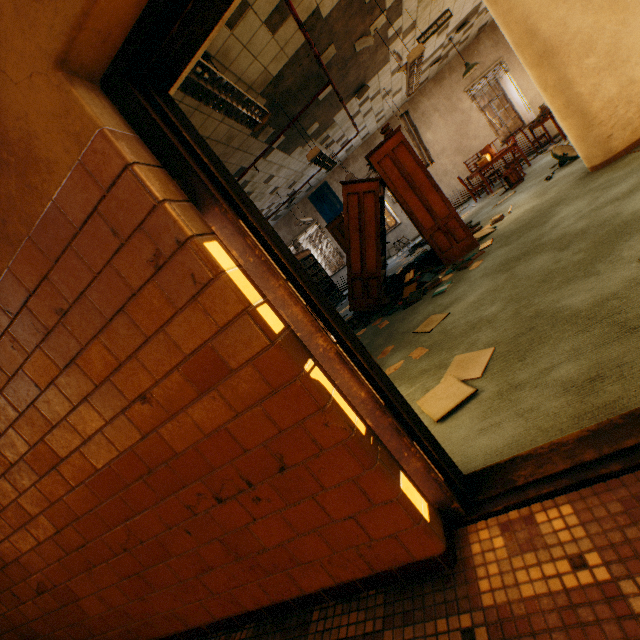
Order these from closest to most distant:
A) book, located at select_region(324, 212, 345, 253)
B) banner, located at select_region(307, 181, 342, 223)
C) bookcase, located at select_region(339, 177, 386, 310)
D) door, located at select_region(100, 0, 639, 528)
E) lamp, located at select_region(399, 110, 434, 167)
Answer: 1. door, located at select_region(100, 0, 639, 528)
2. bookcase, located at select_region(339, 177, 386, 310)
3. lamp, located at select_region(399, 110, 434, 167)
4. book, located at select_region(324, 212, 345, 253)
5. banner, located at select_region(307, 181, 342, 223)

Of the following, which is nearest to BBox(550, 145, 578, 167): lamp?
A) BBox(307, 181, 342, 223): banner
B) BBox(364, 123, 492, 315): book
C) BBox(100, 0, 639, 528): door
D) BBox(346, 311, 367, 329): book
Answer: BBox(364, 123, 492, 315): book

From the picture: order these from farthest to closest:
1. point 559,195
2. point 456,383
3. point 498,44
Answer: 1. point 498,44
2. point 559,195
3. point 456,383

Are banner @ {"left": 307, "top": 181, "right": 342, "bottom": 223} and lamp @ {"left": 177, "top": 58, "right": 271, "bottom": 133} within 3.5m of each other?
no

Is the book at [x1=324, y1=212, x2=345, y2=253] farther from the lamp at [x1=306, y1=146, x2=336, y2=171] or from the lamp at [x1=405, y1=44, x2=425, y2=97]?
the lamp at [x1=405, y1=44, x2=425, y2=97]

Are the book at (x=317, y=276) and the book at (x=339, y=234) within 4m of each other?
yes

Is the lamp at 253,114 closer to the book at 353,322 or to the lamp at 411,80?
the lamp at 411,80

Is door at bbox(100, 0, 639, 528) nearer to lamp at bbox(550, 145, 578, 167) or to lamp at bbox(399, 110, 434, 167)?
lamp at bbox(550, 145, 578, 167)
